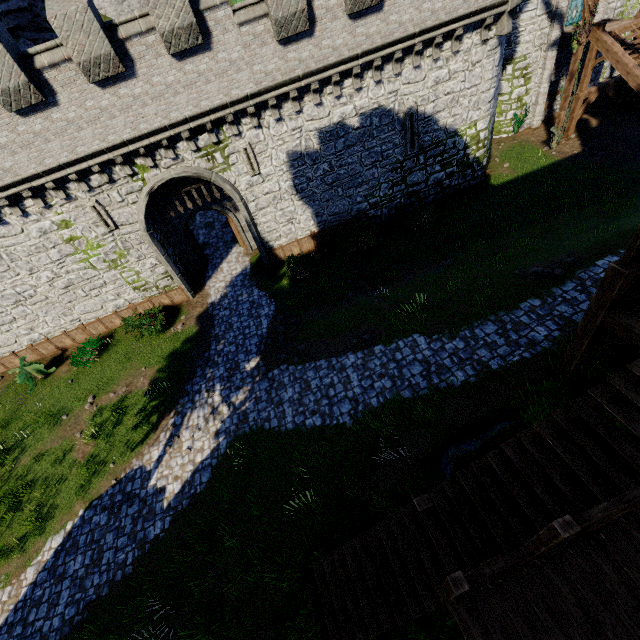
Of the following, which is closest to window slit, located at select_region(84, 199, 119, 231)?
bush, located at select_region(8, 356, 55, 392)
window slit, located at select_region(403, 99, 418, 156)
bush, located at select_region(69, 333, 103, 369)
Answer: bush, located at select_region(69, 333, 103, 369)

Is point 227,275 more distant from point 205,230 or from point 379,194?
point 379,194

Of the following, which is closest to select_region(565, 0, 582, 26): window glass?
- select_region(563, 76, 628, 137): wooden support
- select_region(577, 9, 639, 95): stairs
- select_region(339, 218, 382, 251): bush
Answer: select_region(577, 9, 639, 95): stairs

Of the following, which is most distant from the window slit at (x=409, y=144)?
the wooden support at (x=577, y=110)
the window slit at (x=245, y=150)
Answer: the wooden support at (x=577, y=110)

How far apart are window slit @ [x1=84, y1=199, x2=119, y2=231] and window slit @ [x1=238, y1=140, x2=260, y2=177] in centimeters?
672cm

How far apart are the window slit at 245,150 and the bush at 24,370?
14.7 meters

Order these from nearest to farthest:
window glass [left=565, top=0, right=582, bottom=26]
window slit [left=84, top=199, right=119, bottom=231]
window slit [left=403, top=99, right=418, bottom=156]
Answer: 1. window slit [left=84, top=199, right=119, bottom=231]
2. window slit [left=403, top=99, right=418, bottom=156]
3. window glass [left=565, top=0, right=582, bottom=26]

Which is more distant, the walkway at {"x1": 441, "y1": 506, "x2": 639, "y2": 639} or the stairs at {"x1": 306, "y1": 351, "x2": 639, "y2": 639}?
the stairs at {"x1": 306, "y1": 351, "x2": 639, "y2": 639}
